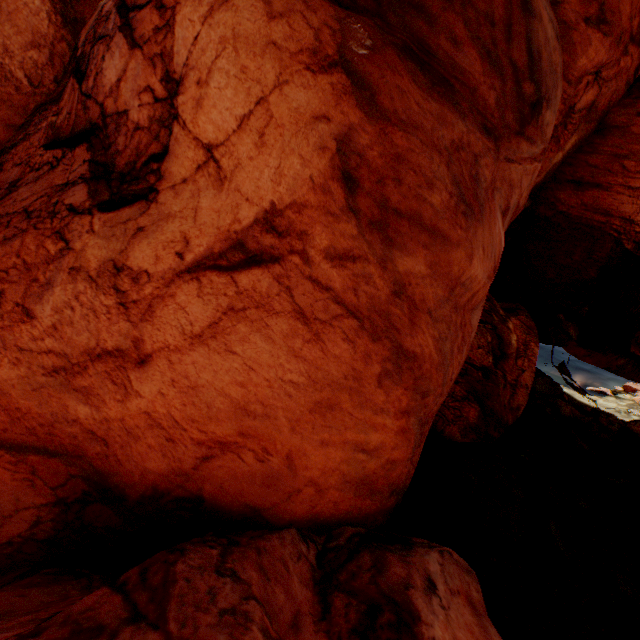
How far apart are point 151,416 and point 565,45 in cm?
1879
